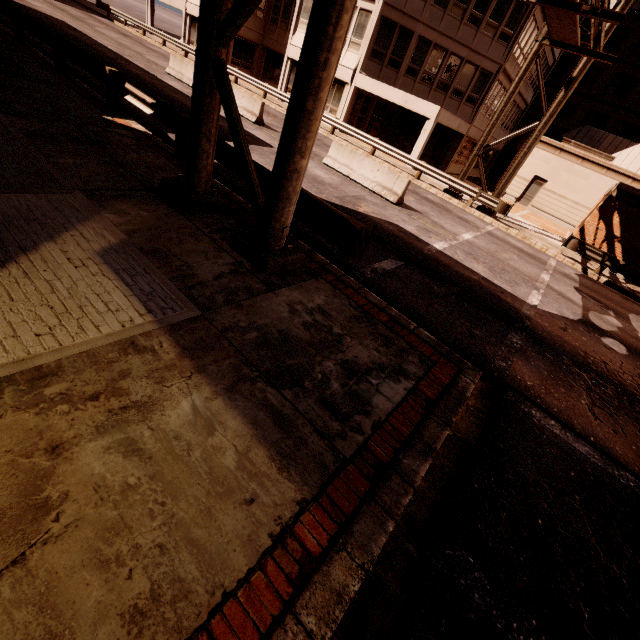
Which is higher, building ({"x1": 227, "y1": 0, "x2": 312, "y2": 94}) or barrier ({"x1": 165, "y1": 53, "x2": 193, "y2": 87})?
building ({"x1": 227, "y1": 0, "x2": 312, "y2": 94})

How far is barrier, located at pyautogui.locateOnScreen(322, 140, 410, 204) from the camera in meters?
12.6

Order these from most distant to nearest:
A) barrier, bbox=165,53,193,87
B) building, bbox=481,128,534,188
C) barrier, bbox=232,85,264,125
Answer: building, bbox=481,128,534,188 < barrier, bbox=165,53,193,87 < barrier, bbox=232,85,264,125

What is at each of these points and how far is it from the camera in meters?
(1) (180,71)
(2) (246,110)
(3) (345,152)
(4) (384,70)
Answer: (1) barrier, 18.2 m
(2) barrier, 16.0 m
(3) barrier, 13.6 m
(4) building, 22.4 m

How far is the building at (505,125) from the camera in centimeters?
2925cm

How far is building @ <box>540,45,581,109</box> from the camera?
28.9 meters

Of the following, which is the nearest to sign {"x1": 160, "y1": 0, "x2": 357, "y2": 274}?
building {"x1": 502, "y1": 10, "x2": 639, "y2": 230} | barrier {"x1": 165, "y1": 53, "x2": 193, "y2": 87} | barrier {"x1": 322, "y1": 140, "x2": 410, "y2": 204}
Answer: barrier {"x1": 322, "y1": 140, "x2": 410, "y2": 204}

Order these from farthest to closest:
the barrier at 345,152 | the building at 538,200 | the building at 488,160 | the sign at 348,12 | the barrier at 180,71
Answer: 1. the building at 488,160
2. the building at 538,200
3. the barrier at 180,71
4. the barrier at 345,152
5. the sign at 348,12
